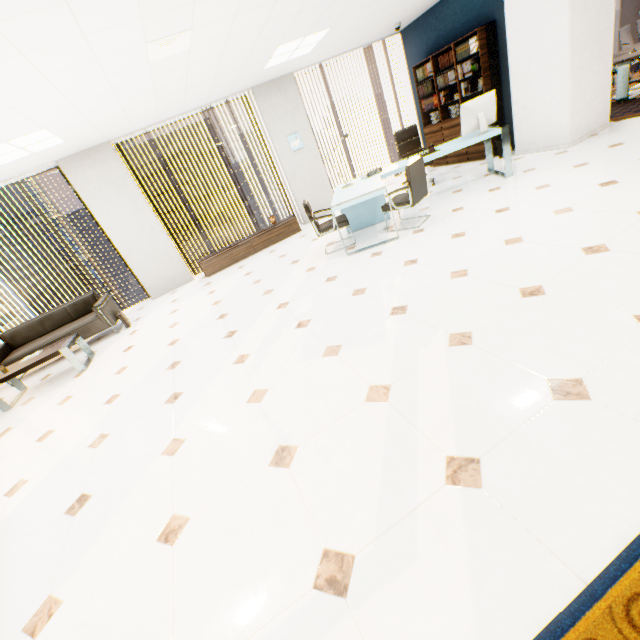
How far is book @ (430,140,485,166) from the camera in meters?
6.7 m

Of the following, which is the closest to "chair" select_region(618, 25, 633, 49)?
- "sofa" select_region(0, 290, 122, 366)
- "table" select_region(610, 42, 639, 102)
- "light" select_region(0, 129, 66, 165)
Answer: "table" select_region(610, 42, 639, 102)

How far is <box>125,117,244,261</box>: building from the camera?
52.8m

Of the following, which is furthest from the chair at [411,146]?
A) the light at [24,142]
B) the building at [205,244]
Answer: the building at [205,244]

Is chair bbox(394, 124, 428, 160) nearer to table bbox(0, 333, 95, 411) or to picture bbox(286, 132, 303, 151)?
picture bbox(286, 132, 303, 151)

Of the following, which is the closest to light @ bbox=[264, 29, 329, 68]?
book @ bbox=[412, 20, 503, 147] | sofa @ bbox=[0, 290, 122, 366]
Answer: book @ bbox=[412, 20, 503, 147]

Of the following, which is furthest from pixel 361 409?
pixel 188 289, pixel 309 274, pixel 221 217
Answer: pixel 221 217

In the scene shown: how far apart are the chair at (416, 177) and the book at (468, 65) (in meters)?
2.90
